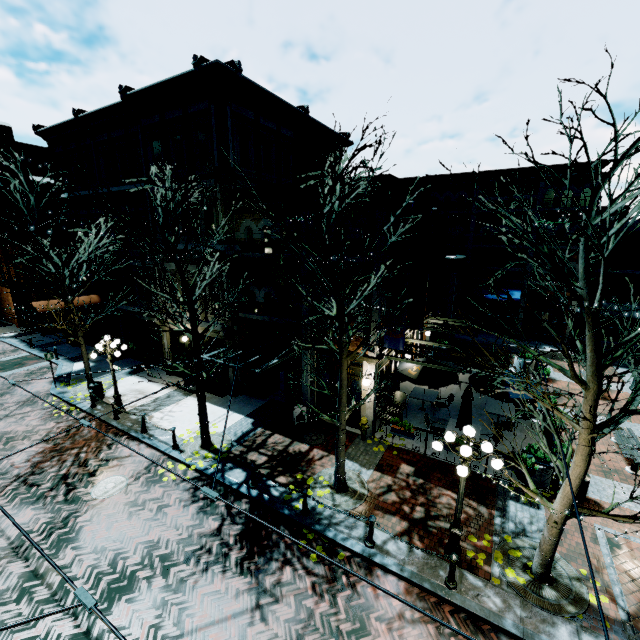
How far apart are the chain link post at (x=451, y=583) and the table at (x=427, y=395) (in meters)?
7.29

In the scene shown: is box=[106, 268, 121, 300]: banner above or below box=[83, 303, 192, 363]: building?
above

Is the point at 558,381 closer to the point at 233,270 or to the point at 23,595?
the point at 233,270

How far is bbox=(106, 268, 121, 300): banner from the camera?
18.6m

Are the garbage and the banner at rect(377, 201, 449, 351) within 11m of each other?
no

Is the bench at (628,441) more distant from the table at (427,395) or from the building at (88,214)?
the building at (88,214)

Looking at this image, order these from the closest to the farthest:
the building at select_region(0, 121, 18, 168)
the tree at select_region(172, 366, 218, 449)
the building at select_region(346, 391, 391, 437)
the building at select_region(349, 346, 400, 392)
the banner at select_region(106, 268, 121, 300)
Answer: the tree at select_region(172, 366, 218, 449) < the building at select_region(349, 346, 400, 392) < the building at select_region(346, 391, 391, 437) < the banner at select_region(106, 268, 121, 300) < the building at select_region(0, 121, 18, 168)

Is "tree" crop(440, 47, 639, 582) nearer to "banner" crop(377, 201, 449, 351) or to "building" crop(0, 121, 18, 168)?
"building" crop(0, 121, 18, 168)
